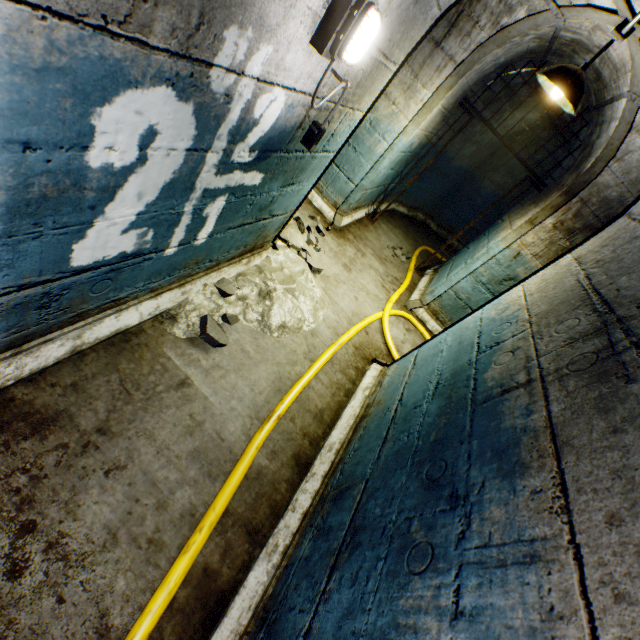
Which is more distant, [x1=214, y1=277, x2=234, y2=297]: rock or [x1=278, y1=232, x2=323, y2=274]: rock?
[x1=278, y1=232, x2=323, y2=274]: rock

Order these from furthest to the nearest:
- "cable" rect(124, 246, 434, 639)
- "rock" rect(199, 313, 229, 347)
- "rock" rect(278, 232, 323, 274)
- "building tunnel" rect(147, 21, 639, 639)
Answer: "rock" rect(278, 232, 323, 274), "rock" rect(199, 313, 229, 347), "cable" rect(124, 246, 434, 639), "building tunnel" rect(147, 21, 639, 639)

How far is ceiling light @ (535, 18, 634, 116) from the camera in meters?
2.3

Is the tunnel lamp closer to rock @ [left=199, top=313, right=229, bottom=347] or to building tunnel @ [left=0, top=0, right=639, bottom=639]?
building tunnel @ [left=0, top=0, right=639, bottom=639]

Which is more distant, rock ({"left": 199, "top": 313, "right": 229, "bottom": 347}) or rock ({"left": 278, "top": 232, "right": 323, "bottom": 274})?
rock ({"left": 278, "top": 232, "right": 323, "bottom": 274})

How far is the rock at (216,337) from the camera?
2.3 meters

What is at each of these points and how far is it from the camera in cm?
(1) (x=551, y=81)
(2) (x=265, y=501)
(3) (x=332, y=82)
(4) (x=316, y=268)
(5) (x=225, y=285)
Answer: (1) ceiling light, 243
(2) building tunnel, 198
(3) building tunnel, 171
(4) rock, 349
(5) rock, 264

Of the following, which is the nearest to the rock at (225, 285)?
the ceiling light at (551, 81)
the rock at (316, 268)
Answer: the rock at (316, 268)
